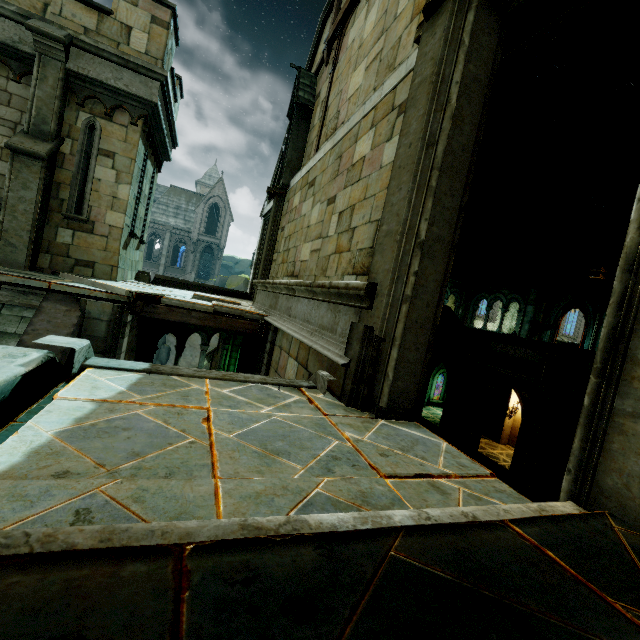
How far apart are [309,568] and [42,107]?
9.7 meters

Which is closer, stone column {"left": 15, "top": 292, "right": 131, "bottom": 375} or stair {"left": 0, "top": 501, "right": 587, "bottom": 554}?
stair {"left": 0, "top": 501, "right": 587, "bottom": 554}

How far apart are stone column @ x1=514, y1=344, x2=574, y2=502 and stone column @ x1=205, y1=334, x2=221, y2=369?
11.90m

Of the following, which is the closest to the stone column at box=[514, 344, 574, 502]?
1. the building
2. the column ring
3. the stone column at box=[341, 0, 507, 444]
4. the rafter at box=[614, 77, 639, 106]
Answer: the rafter at box=[614, 77, 639, 106]

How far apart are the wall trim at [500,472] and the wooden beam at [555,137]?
11.48m

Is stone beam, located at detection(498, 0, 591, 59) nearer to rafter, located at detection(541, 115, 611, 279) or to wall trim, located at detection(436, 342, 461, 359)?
wall trim, located at detection(436, 342, 461, 359)

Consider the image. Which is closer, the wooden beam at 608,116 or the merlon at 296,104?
the wooden beam at 608,116

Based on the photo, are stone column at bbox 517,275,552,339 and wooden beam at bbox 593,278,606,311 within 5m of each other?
yes
